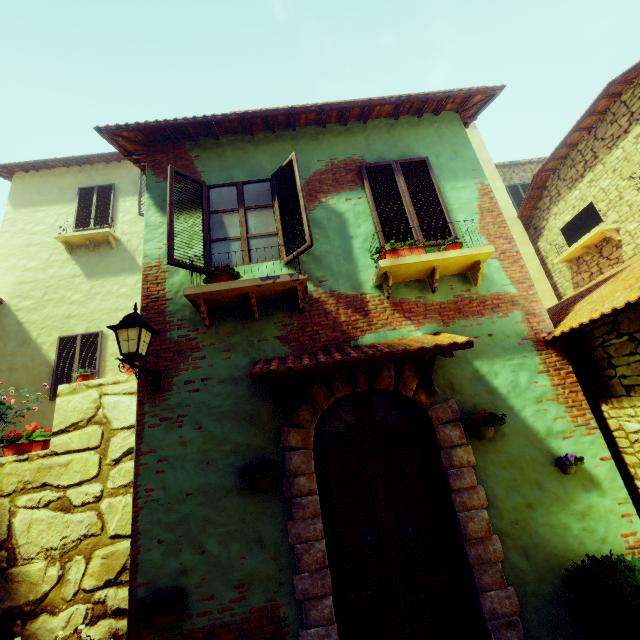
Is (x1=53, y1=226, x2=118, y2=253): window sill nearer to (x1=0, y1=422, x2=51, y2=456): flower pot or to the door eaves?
(x1=0, y1=422, x2=51, y2=456): flower pot

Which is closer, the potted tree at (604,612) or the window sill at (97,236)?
the potted tree at (604,612)

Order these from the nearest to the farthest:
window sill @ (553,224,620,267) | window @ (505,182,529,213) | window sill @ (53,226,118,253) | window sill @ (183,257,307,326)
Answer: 1. window sill @ (183,257,307,326)
2. window sill @ (553,224,620,267)
3. window sill @ (53,226,118,253)
4. window @ (505,182,529,213)

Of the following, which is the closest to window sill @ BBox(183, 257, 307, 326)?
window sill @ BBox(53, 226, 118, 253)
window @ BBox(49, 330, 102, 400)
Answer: window @ BBox(49, 330, 102, 400)

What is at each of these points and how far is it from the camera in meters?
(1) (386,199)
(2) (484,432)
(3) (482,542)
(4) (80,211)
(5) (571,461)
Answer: (1) window, 5.0
(2) flower pot, 3.7
(3) stone doorway, 3.4
(4) window, 9.8
(5) flower pot, 3.6

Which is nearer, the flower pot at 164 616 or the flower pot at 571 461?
the flower pot at 164 616

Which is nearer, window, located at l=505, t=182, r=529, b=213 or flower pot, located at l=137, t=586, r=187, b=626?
flower pot, located at l=137, t=586, r=187, b=626

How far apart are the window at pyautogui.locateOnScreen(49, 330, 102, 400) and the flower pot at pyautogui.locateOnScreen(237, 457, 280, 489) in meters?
6.3 m
